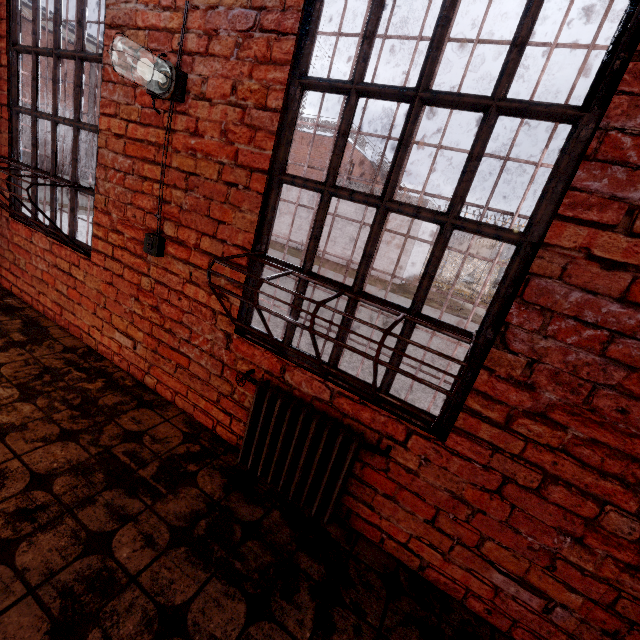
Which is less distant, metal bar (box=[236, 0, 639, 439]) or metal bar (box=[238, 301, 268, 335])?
metal bar (box=[236, 0, 639, 439])

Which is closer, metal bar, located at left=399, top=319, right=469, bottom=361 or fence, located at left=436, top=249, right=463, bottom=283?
metal bar, located at left=399, top=319, right=469, bottom=361

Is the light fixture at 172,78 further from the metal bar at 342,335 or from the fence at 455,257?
the fence at 455,257

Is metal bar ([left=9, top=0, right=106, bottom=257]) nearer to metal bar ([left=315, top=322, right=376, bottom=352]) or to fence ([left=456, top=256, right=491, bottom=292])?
metal bar ([left=315, top=322, right=376, bottom=352])

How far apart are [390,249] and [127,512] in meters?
19.2

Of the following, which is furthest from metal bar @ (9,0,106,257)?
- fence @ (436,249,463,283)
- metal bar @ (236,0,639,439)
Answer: fence @ (436,249,463,283)

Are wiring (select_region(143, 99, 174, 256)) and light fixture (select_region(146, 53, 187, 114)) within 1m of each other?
yes

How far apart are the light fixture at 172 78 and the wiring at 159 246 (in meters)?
0.07
